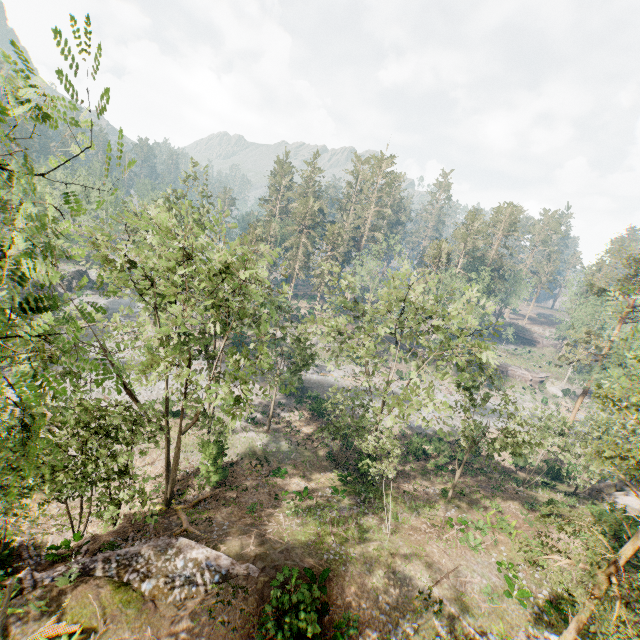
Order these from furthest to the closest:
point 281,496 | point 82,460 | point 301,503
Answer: point 281,496
point 301,503
point 82,460

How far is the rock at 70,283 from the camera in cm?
5541

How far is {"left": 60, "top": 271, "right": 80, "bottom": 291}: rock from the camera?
55.4m

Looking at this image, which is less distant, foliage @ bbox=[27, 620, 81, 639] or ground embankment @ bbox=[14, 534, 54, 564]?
foliage @ bbox=[27, 620, 81, 639]

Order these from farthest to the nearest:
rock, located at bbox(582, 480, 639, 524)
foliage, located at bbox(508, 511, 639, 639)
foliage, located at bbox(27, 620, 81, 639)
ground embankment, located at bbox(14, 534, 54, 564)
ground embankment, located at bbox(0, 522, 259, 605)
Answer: rock, located at bbox(582, 480, 639, 524) → ground embankment, located at bbox(14, 534, 54, 564) → ground embankment, located at bbox(0, 522, 259, 605) → foliage, located at bbox(27, 620, 81, 639) → foliage, located at bbox(508, 511, 639, 639)

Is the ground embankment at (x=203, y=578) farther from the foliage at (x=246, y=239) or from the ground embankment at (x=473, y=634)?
the ground embankment at (x=473, y=634)

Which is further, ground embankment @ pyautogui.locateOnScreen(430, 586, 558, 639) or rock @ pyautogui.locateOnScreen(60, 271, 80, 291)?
rock @ pyautogui.locateOnScreen(60, 271, 80, 291)

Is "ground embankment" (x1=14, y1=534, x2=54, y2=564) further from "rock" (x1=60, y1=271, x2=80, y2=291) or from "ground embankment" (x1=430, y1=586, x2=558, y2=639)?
"rock" (x1=60, y1=271, x2=80, y2=291)
